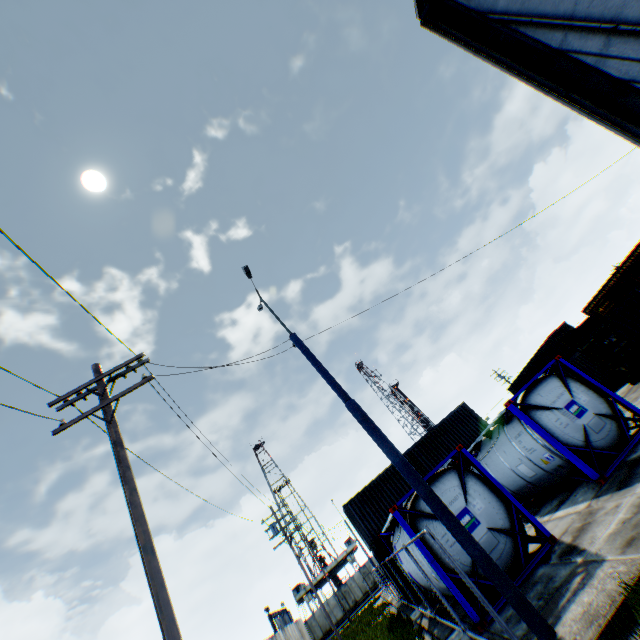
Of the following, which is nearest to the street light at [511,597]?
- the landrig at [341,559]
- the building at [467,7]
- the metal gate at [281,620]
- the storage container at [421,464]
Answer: the building at [467,7]

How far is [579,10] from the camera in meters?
7.2

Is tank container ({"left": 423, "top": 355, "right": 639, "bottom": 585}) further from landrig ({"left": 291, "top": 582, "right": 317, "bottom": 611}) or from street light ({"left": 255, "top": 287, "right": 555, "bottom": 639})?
landrig ({"left": 291, "top": 582, "right": 317, "bottom": 611})

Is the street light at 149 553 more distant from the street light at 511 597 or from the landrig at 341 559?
the landrig at 341 559

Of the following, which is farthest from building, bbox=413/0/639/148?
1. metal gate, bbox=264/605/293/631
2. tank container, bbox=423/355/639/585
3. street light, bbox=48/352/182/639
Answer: metal gate, bbox=264/605/293/631

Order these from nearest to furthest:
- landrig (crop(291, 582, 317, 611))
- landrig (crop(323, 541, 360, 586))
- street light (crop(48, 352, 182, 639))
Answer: street light (crop(48, 352, 182, 639)), landrig (crop(291, 582, 317, 611)), landrig (crop(323, 541, 360, 586))

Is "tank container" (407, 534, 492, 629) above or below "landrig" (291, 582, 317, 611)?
below

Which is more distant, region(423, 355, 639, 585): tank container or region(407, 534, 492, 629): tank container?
region(423, 355, 639, 585): tank container
